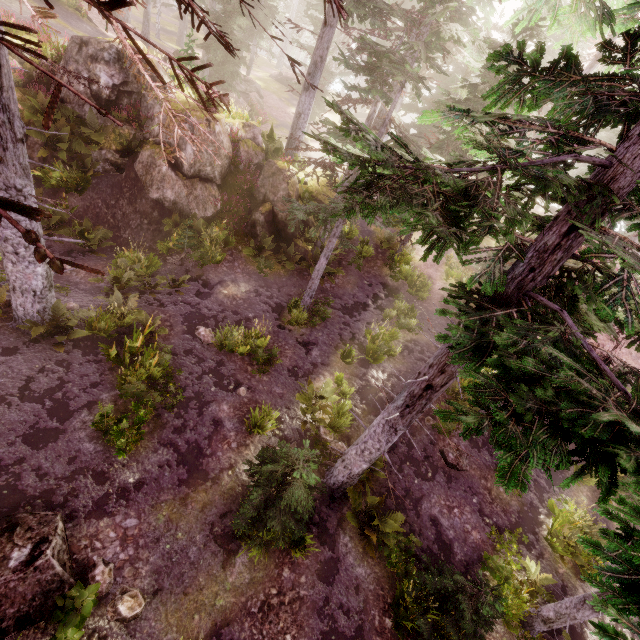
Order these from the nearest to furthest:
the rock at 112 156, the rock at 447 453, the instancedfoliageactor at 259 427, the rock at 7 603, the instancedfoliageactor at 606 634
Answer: the instancedfoliageactor at 606 634, the rock at 7 603, the instancedfoliageactor at 259 427, the rock at 447 453, the rock at 112 156

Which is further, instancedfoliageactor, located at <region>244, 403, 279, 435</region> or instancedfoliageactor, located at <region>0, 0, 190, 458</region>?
instancedfoliageactor, located at <region>244, 403, 279, 435</region>

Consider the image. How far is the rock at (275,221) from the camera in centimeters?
1421cm

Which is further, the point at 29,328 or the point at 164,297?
the point at 164,297

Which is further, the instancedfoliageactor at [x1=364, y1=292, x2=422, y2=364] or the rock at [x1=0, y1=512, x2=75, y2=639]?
the instancedfoliageactor at [x1=364, y1=292, x2=422, y2=364]

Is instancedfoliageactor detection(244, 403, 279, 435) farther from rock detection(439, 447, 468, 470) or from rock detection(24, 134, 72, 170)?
rock detection(439, 447, 468, 470)

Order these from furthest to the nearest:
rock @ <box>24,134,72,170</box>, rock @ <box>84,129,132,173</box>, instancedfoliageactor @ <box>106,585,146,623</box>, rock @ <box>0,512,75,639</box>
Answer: rock @ <box>84,129,132,173</box>, rock @ <box>24,134,72,170</box>, instancedfoliageactor @ <box>106,585,146,623</box>, rock @ <box>0,512,75,639</box>

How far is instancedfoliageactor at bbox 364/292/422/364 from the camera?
13.3m
